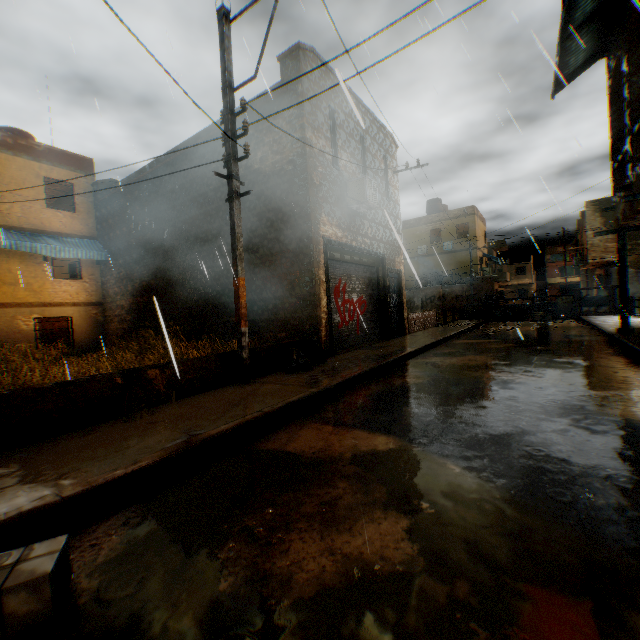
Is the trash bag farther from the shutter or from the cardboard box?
the shutter

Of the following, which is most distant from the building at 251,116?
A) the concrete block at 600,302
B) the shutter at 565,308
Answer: the shutter at 565,308

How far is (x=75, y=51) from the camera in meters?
7.1 m

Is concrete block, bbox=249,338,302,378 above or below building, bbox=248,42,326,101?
below

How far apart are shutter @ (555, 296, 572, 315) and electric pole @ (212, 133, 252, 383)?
13.1 meters

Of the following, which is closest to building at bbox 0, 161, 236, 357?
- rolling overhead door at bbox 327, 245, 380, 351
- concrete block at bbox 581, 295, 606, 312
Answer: rolling overhead door at bbox 327, 245, 380, 351

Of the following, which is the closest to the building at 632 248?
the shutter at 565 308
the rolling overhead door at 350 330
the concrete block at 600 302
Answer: the rolling overhead door at 350 330

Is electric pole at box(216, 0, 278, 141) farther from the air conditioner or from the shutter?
the shutter
